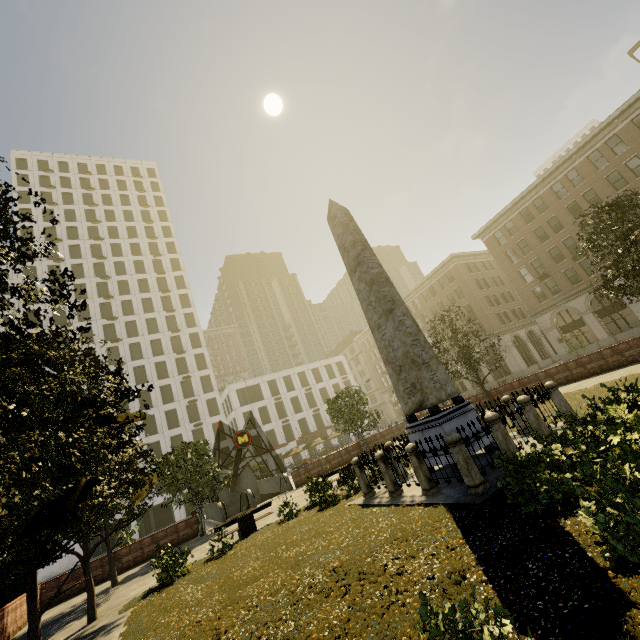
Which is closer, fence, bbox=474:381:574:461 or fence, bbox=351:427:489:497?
fence, bbox=351:427:489:497

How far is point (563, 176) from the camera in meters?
35.7 m

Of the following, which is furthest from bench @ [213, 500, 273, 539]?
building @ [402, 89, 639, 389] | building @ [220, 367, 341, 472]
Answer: building @ [220, 367, 341, 472]

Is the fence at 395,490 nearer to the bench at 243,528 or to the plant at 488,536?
the plant at 488,536

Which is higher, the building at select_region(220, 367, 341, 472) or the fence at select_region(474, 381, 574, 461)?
the building at select_region(220, 367, 341, 472)

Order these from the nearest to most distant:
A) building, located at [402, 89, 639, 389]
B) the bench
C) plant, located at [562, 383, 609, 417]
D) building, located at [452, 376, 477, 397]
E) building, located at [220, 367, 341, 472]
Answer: plant, located at [562, 383, 609, 417]
the bench
building, located at [402, 89, 639, 389]
building, located at [452, 376, 477, 397]
building, located at [220, 367, 341, 472]

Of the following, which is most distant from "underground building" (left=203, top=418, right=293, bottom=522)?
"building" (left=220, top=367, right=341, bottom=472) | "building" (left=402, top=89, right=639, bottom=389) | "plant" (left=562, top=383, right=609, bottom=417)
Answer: "building" (left=402, top=89, right=639, bottom=389)

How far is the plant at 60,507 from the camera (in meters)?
3.55
